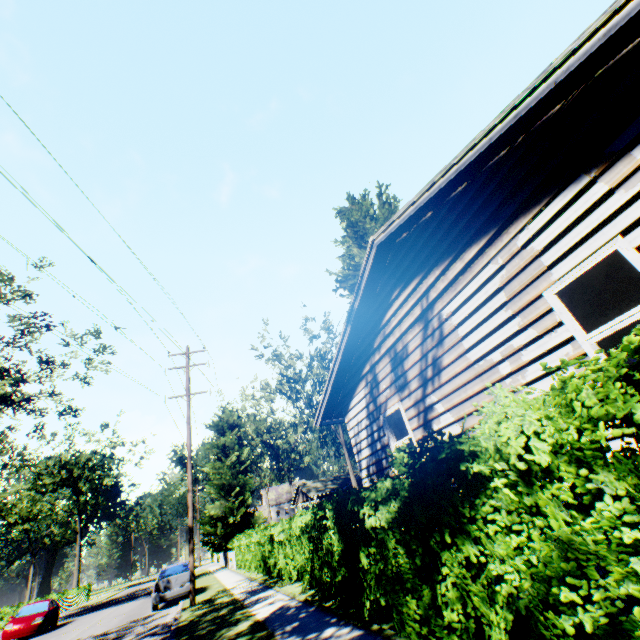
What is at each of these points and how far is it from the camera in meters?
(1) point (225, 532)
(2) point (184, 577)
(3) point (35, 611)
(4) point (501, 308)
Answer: (1) plant, 32.0 m
(2) car, 15.6 m
(3) car, 19.5 m
(4) house, 5.0 m

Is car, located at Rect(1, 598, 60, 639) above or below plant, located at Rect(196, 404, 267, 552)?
below

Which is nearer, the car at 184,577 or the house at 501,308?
the house at 501,308

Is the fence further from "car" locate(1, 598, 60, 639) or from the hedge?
the hedge

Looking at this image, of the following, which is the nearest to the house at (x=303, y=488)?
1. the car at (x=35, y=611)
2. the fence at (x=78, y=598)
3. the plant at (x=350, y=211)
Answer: the plant at (x=350, y=211)

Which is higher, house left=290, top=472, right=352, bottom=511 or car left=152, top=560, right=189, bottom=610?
house left=290, top=472, right=352, bottom=511

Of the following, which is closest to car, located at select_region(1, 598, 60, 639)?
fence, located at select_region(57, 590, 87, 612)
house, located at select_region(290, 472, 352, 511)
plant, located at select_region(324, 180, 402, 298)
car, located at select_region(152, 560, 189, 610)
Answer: car, located at select_region(152, 560, 189, 610)

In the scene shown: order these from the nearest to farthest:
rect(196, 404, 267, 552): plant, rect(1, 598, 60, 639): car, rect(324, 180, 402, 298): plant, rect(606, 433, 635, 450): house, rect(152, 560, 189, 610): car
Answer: rect(606, 433, 635, 450): house
rect(152, 560, 189, 610): car
rect(1, 598, 60, 639): car
rect(324, 180, 402, 298): plant
rect(196, 404, 267, 552): plant
